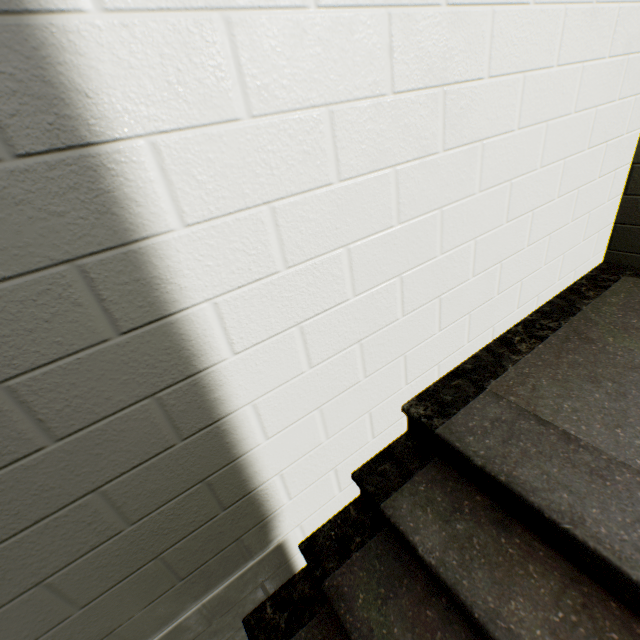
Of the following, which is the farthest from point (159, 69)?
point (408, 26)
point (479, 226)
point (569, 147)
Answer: point (569, 147)
